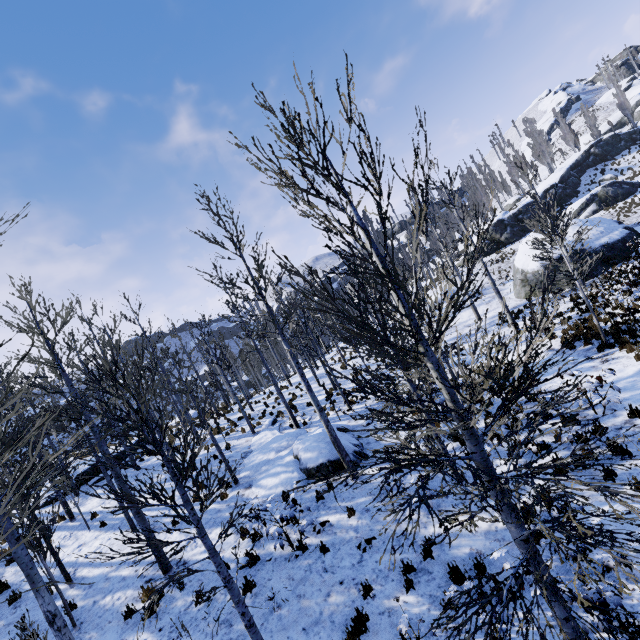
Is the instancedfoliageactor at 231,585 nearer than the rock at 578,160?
Yes

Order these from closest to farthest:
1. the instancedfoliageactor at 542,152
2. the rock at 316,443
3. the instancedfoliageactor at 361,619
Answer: the instancedfoliageactor at 361,619 < the rock at 316,443 < the instancedfoliageactor at 542,152

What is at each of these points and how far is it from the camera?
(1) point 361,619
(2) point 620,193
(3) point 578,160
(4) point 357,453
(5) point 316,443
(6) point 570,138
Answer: (1) instancedfoliageactor, 5.7m
(2) rock, 34.2m
(3) rock, 45.0m
(4) rock, 11.4m
(5) rock, 11.8m
(6) instancedfoliageactor, 54.2m

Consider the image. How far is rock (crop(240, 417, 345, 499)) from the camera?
11.09m

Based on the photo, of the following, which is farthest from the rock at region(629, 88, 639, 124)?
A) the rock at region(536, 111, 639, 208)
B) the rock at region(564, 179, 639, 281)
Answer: the rock at region(564, 179, 639, 281)

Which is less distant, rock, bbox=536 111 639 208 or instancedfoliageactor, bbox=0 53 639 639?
instancedfoliageactor, bbox=0 53 639 639

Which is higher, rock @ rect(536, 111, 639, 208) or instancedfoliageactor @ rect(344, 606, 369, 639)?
rock @ rect(536, 111, 639, 208)

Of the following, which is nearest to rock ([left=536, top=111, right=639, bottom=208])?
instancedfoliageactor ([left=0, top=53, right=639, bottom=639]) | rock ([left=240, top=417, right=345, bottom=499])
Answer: instancedfoliageactor ([left=0, top=53, right=639, bottom=639])
